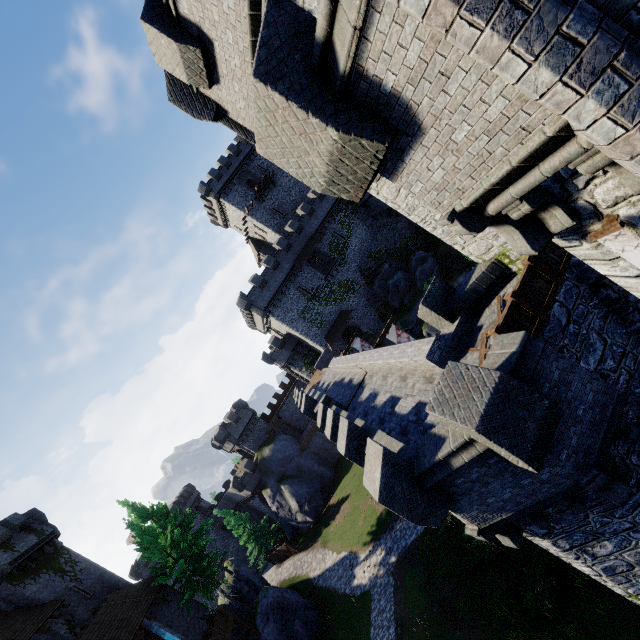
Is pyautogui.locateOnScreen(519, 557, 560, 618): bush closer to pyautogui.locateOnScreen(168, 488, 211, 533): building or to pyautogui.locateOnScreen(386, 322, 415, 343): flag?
pyautogui.locateOnScreen(386, 322, 415, 343): flag

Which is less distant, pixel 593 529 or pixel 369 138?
pixel 369 138

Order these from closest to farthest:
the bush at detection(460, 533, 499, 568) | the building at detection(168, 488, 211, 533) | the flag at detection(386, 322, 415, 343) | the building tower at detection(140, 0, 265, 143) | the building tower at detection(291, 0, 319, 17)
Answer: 1. the building tower at detection(291, 0, 319, 17)
2. the building tower at detection(140, 0, 265, 143)
3. the bush at detection(460, 533, 499, 568)
4. the flag at detection(386, 322, 415, 343)
5. the building at detection(168, 488, 211, 533)

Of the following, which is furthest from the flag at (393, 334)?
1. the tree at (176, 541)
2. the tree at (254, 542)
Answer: the tree at (254, 542)

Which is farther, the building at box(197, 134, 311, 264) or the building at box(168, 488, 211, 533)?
the building at box(168, 488, 211, 533)

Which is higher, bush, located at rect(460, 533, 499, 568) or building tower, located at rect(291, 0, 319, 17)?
building tower, located at rect(291, 0, 319, 17)

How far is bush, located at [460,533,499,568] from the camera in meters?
17.1

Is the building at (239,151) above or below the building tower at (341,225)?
above
